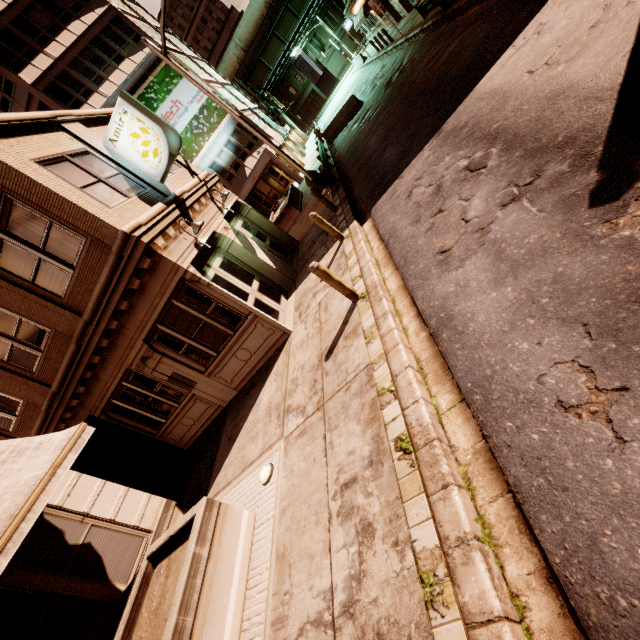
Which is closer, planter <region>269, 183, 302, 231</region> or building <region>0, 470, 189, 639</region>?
building <region>0, 470, 189, 639</region>

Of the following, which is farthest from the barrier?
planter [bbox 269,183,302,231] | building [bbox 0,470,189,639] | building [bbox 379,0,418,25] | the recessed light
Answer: building [bbox 0,470,189,639]

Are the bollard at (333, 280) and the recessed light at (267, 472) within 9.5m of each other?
yes

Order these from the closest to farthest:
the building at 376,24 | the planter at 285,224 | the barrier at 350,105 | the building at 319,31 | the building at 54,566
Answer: the building at 54,566
the planter at 285,224
the barrier at 350,105
the building at 376,24
the building at 319,31

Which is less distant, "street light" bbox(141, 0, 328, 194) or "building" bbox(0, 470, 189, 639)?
"building" bbox(0, 470, 189, 639)

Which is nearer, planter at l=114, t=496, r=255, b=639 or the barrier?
planter at l=114, t=496, r=255, b=639

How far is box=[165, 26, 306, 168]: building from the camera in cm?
3023

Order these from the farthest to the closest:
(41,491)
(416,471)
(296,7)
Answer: (296,7), (41,491), (416,471)
